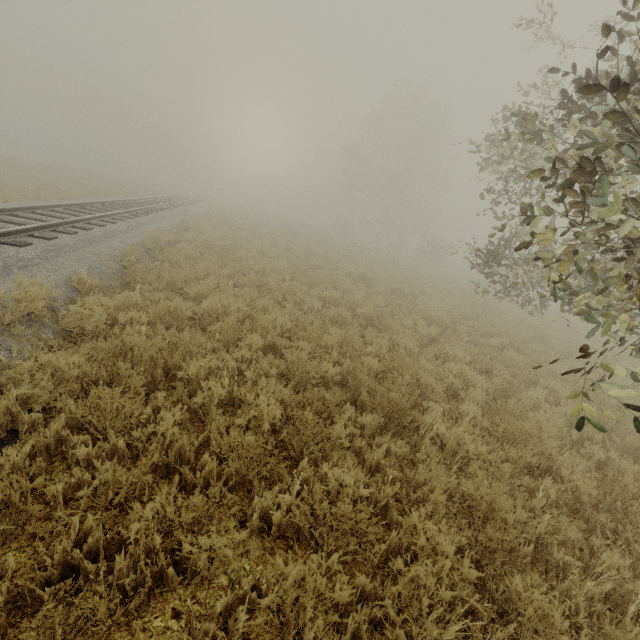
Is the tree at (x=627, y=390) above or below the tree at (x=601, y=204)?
below

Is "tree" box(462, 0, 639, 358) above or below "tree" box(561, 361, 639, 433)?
above

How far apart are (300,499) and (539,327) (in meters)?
14.83
